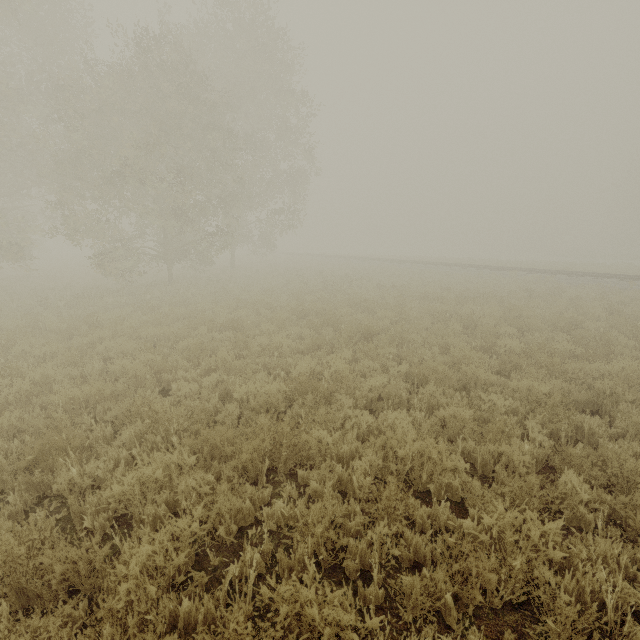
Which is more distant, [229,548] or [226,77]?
[226,77]
